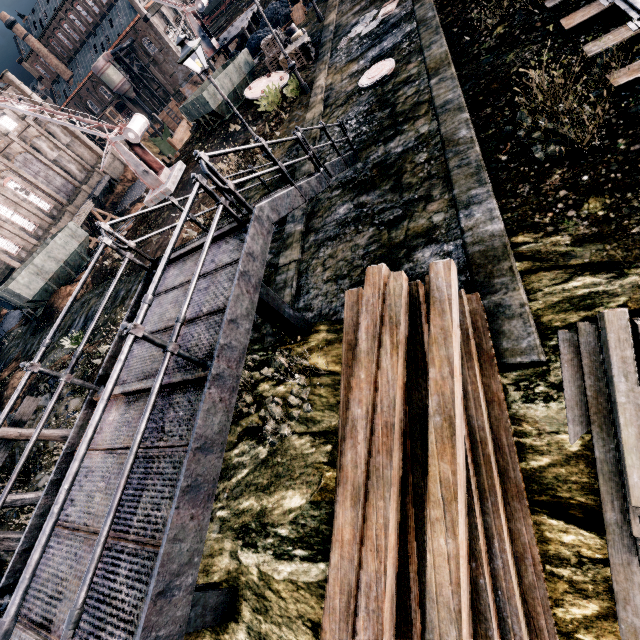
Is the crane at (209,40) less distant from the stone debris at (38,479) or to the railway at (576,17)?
the railway at (576,17)

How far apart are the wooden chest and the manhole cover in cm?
823

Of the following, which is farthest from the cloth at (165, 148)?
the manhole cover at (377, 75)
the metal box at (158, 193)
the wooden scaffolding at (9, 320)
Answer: the manhole cover at (377, 75)

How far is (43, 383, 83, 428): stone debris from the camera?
13.9 meters

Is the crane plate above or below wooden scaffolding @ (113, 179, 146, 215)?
above

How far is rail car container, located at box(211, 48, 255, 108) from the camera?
22.70m

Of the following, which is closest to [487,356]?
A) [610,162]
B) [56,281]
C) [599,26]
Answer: [610,162]

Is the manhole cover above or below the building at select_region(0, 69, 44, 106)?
below
